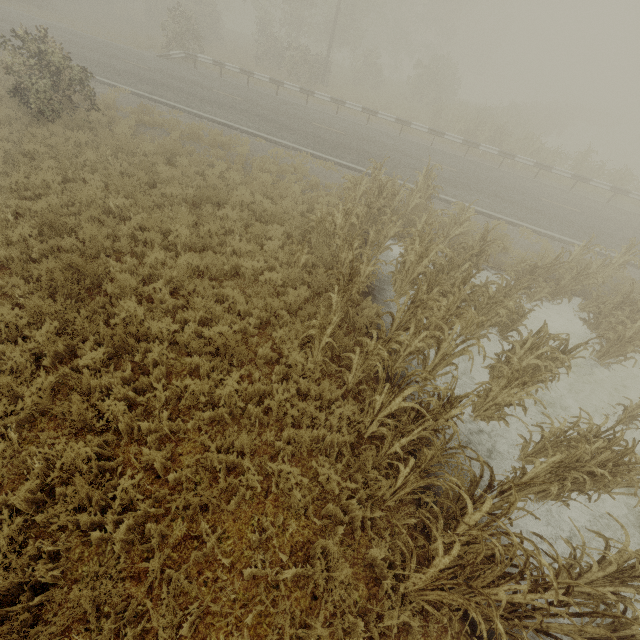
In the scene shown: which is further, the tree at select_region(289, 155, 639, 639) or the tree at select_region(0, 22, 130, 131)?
the tree at select_region(0, 22, 130, 131)

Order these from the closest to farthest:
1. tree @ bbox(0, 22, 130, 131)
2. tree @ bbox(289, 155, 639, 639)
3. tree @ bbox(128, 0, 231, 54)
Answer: tree @ bbox(289, 155, 639, 639)
tree @ bbox(0, 22, 130, 131)
tree @ bbox(128, 0, 231, 54)

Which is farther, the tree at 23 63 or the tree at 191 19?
the tree at 191 19

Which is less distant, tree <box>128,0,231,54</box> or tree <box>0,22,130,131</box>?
tree <box>0,22,130,131</box>

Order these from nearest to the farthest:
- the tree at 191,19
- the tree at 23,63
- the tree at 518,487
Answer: the tree at 518,487, the tree at 23,63, the tree at 191,19

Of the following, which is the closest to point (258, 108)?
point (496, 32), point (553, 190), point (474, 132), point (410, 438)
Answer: point (474, 132)
